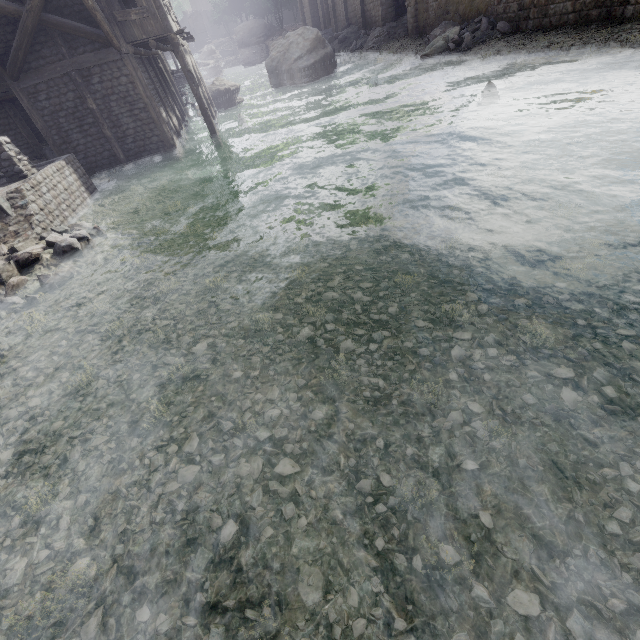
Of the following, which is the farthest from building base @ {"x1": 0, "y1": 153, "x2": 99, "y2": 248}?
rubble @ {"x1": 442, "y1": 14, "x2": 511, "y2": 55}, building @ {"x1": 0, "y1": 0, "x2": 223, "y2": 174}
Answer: rubble @ {"x1": 442, "y1": 14, "x2": 511, "y2": 55}

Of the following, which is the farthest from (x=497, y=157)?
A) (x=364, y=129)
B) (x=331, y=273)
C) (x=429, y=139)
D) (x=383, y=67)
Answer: (x=383, y=67)

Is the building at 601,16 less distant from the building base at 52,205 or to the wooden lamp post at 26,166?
the building base at 52,205

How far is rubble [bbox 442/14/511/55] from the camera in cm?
1792

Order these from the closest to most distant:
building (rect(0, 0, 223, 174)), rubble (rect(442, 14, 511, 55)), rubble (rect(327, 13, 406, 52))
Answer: building (rect(0, 0, 223, 174))
rubble (rect(442, 14, 511, 55))
rubble (rect(327, 13, 406, 52))

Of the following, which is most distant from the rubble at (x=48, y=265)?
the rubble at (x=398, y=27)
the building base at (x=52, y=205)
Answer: the rubble at (x=398, y=27)

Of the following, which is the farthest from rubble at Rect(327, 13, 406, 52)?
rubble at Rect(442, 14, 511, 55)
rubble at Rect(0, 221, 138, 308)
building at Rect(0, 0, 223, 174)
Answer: rubble at Rect(0, 221, 138, 308)

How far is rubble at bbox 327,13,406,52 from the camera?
27.4m
